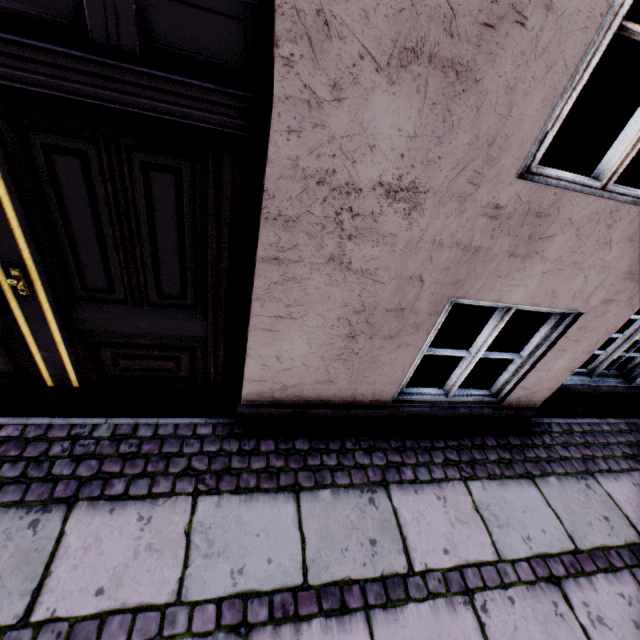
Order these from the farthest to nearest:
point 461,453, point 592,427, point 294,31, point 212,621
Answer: point 592,427 → point 461,453 → point 212,621 → point 294,31
